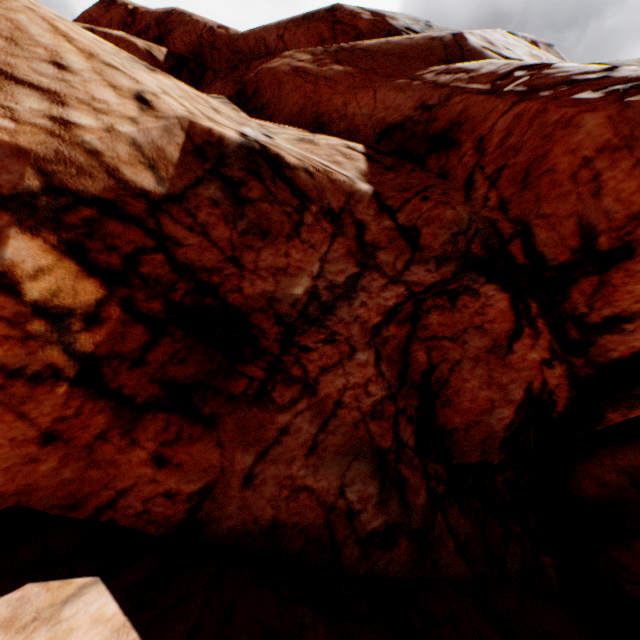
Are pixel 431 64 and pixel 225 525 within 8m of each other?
no
